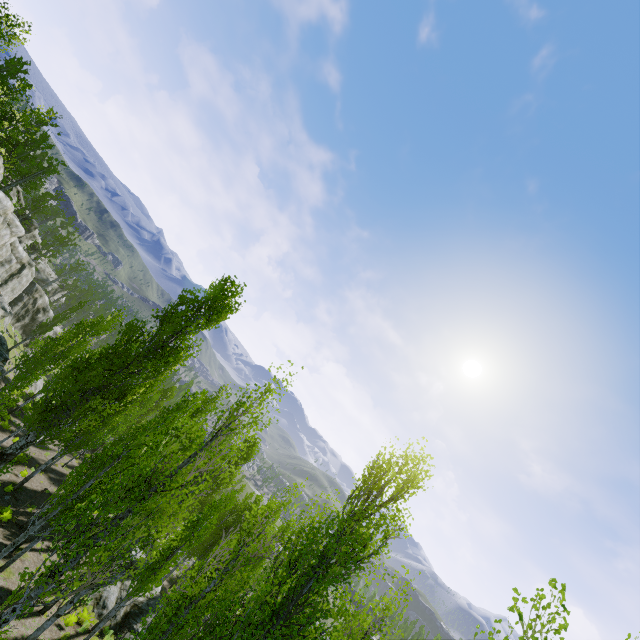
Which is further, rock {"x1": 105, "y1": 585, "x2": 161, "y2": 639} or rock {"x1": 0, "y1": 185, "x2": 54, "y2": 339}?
rock {"x1": 0, "y1": 185, "x2": 54, "y2": 339}

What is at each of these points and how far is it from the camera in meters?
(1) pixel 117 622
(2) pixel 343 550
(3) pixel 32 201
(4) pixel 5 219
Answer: (1) rock, 17.5
(2) instancedfoliageactor, 9.9
(3) instancedfoliageactor, 47.5
(4) rock, 33.0

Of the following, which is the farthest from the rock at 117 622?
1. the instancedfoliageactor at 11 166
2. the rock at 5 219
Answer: the rock at 5 219

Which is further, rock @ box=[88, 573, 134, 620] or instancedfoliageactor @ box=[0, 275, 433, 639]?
rock @ box=[88, 573, 134, 620]

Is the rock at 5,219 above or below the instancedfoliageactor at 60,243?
below

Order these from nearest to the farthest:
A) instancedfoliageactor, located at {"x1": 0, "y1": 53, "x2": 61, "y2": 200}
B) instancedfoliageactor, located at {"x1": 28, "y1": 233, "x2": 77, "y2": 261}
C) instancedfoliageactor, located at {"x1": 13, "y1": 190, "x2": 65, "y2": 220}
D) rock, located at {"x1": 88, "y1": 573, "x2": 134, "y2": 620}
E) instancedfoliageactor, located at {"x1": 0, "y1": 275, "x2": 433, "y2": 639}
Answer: instancedfoliageactor, located at {"x1": 0, "y1": 275, "x2": 433, "y2": 639} < rock, located at {"x1": 88, "y1": 573, "x2": 134, "y2": 620} < instancedfoliageactor, located at {"x1": 0, "y1": 53, "x2": 61, "y2": 200} < instancedfoliageactor, located at {"x1": 13, "y1": 190, "x2": 65, "y2": 220} < instancedfoliageactor, located at {"x1": 28, "y1": 233, "x2": 77, "y2": 261}

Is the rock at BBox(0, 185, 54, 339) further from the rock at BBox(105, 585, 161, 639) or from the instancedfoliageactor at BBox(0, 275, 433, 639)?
the rock at BBox(105, 585, 161, 639)
